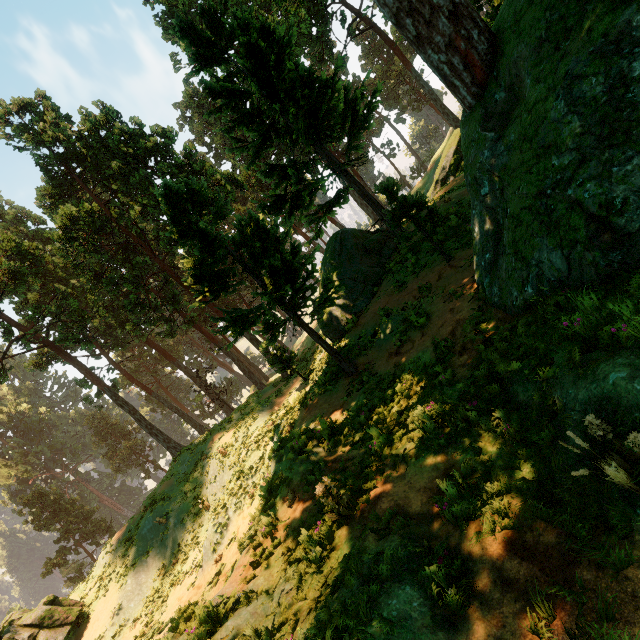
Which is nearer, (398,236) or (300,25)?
(398,236)

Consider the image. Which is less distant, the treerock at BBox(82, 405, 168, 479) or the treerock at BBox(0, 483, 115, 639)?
the treerock at BBox(0, 483, 115, 639)

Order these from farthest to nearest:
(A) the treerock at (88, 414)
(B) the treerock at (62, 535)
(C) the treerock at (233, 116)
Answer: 1. (A) the treerock at (88, 414)
2. (B) the treerock at (62, 535)
3. (C) the treerock at (233, 116)

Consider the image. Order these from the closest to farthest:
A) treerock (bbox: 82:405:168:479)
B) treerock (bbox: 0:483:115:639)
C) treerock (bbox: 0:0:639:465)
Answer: treerock (bbox: 0:0:639:465) → treerock (bbox: 0:483:115:639) → treerock (bbox: 82:405:168:479)

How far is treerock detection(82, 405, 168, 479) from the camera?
55.2m

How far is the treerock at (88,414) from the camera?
55.2m
